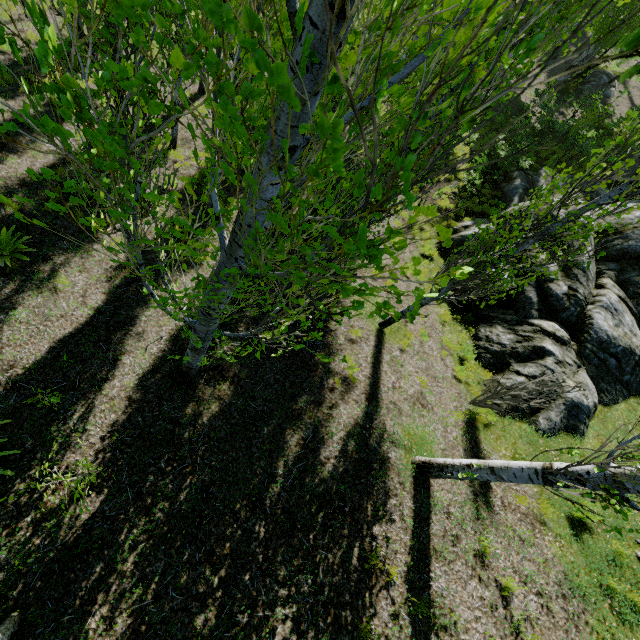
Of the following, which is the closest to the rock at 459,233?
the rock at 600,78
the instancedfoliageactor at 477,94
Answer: the instancedfoliageactor at 477,94

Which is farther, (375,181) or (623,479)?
(623,479)

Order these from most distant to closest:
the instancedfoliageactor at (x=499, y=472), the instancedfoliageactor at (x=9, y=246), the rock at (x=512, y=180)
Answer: the rock at (x=512, y=180), the instancedfoliageactor at (x=9, y=246), the instancedfoliageactor at (x=499, y=472)

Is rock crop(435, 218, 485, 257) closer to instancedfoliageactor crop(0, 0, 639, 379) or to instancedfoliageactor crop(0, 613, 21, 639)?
instancedfoliageactor crop(0, 0, 639, 379)

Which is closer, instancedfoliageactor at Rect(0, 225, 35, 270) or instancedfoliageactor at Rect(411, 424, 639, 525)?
instancedfoliageactor at Rect(411, 424, 639, 525)

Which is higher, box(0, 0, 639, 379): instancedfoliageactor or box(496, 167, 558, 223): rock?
box(0, 0, 639, 379): instancedfoliageactor

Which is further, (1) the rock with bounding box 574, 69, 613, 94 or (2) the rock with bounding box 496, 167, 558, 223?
(1) the rock with bounding box 574, 69, 613, 94

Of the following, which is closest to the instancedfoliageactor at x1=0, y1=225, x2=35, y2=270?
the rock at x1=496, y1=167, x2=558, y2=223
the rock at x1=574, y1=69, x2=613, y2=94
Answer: the rock at x1=496, y1=167, x2=558, y2=223
